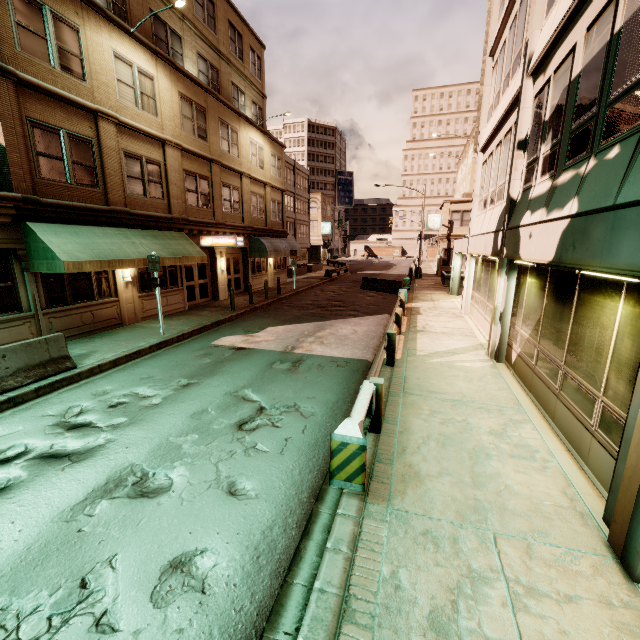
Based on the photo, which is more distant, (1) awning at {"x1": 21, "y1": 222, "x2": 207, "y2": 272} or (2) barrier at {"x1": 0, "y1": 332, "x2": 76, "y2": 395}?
(1) awning at {"x1": 21, "y1": 222, "x2": 207, "y2": 272}

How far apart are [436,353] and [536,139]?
6.1 meters

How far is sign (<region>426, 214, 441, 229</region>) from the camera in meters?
37.7 m

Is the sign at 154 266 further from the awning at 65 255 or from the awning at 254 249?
the awning at 254 249

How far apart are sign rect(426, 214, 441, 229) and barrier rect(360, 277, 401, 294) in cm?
1639

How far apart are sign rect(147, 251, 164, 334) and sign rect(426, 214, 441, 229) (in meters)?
33.66

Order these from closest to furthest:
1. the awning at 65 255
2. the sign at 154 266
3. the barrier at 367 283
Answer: the awning at 65 255
the sign at 154 266
the barrier at 367 283

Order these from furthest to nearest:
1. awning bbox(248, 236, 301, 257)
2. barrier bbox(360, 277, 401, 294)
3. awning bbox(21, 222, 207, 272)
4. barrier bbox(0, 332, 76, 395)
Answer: barrier bbox(360, 277, 401, 294), awning bbox(248, 236, 301, 257), awning bbox(21, 222, 207, 272), barrier bbox(0, 332, 76, 395)
